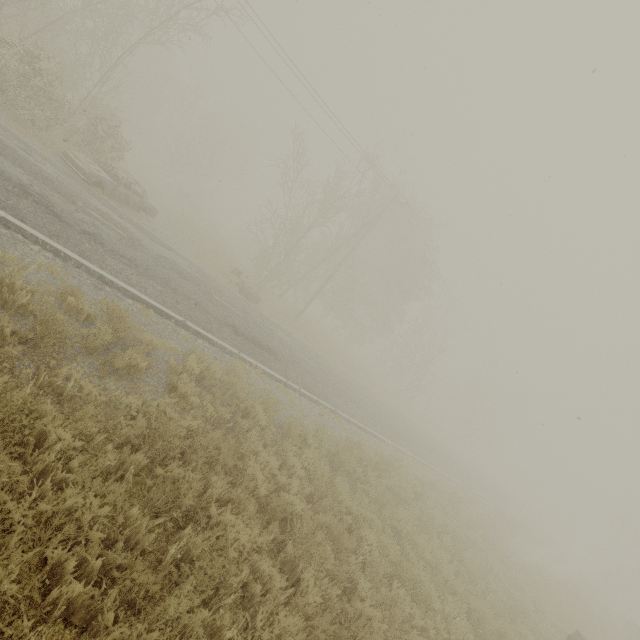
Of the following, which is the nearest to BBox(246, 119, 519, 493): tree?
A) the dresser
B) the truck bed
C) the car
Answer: the dresser

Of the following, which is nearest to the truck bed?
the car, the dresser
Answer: the dresser

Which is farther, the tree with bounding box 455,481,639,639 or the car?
the tree with bounding box 455,481,639,639

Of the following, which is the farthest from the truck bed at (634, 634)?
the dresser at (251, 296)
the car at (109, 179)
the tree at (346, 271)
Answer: the car at (109, 179)

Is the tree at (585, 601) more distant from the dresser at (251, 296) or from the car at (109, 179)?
the car at (109, 179)

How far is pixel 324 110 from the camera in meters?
19.5 m

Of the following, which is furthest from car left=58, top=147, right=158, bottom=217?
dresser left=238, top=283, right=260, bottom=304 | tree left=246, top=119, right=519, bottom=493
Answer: tree left=246, top=119, right=519, bottom=493

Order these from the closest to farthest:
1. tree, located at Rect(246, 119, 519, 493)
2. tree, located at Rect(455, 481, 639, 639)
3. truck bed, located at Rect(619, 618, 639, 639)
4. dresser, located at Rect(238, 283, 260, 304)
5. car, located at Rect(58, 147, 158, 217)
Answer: car, located at Rect(58, 147, 158, 217)
tree, located at Rect(455, 481, 639, 639)
dresser, located at Rect(238, 283, 260, 304)
truck bed, located at Rect(619, 618, 639, 639)
tree, located at Rect(246, 119, 519, 493)
